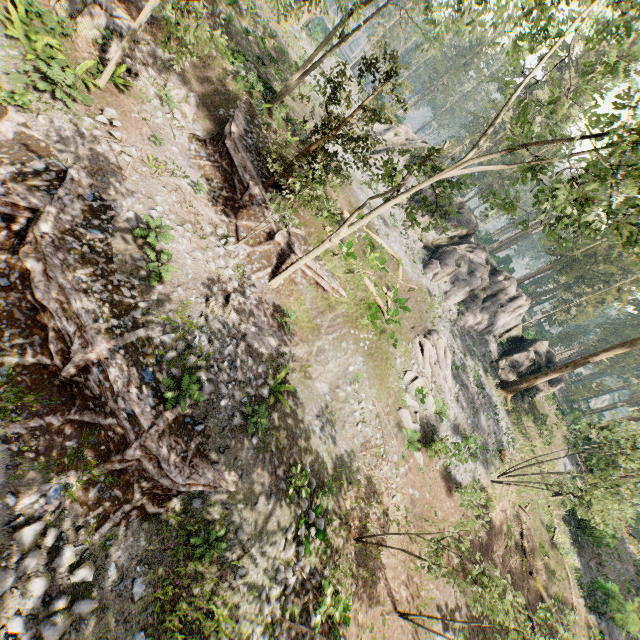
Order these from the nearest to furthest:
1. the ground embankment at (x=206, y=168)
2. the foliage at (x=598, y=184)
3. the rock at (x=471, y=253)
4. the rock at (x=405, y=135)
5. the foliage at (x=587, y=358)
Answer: the foliage at (x=598, y=184) → the ground embankment at (x=206, y=168) → the foliage at (x=587, y=358) → the rock at (x=471, y=253) → the rock at (x=405, y=135)

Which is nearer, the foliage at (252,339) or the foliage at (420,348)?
the foliage at (252,339)

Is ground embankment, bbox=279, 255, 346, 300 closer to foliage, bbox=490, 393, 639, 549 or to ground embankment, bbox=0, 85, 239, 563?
foliage, bbox=490, 393, 639, 549

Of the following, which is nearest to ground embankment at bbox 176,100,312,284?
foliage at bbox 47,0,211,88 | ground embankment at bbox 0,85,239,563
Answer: foliage at bbox 47,0,211,88

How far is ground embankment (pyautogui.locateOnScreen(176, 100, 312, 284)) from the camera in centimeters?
1556cm

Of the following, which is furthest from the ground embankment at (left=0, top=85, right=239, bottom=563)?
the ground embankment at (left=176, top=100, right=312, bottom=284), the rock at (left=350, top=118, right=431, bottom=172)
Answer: the rock at (left=350, top=118, right=431, bottom=172)

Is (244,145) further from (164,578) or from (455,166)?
(164,578)

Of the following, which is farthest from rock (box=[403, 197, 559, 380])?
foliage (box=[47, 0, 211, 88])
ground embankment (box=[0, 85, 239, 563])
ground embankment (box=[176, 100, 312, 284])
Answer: ground embankment (box=[0, 85, 239, 563])
